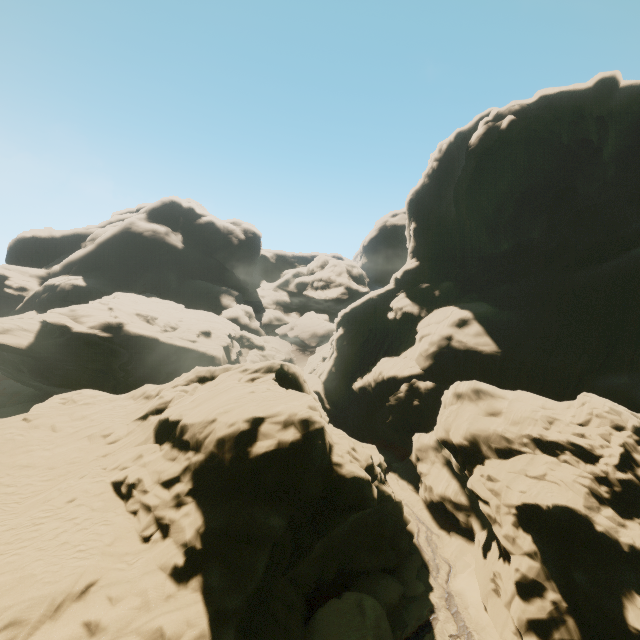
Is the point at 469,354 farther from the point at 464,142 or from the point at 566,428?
the point at 464,142
